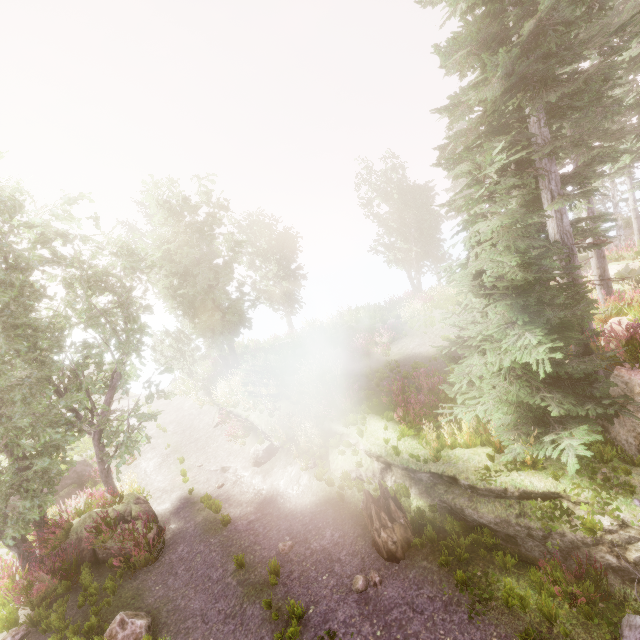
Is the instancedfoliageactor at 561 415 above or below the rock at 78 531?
above

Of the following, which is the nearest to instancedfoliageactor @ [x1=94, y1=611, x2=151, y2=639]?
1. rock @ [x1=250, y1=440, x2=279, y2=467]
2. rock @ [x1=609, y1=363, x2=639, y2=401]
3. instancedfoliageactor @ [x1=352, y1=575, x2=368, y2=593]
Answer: rock @ [x1=609, y1=363, x2=639, y2=401]

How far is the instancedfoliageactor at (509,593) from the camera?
5.5 meters

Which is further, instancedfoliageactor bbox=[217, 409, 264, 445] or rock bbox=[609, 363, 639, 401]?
instancedfoliageactor bbox=[217, 409, 264, 445]

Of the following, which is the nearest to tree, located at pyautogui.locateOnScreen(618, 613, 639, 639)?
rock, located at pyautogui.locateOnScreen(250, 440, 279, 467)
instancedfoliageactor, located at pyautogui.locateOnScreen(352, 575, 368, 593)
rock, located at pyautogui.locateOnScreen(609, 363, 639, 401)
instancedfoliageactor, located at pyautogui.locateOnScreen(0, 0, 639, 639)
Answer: instancedfoliageactor, located at pyautogui.locateOnScreen(0, 0, 639, 639)

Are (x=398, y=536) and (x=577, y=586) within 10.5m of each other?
yes

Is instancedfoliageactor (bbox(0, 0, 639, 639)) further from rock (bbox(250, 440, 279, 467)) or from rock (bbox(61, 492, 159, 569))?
rock (bbox(250, 440, 279, 467))

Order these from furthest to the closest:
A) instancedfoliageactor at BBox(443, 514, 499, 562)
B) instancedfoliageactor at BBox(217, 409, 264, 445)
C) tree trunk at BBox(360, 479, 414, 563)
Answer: instancedfoliageactor at BBox(217, 409, 264, 445) < tree trunk at BBox(360, 479, 414, 563) < instancedfoliageactor at BBox(443, 514, 499, 562)
